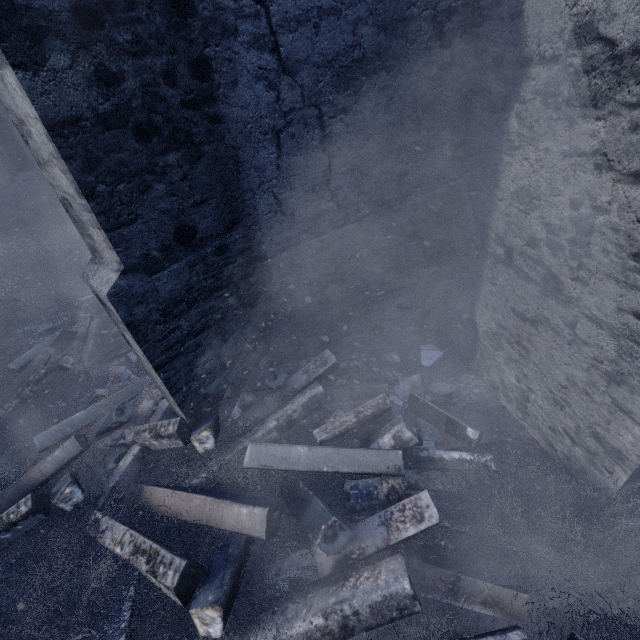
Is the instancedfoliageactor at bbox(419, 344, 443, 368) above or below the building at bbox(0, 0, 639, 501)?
below

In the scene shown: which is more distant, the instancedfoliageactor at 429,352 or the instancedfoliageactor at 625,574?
the instancedfoliageactor at 429,352

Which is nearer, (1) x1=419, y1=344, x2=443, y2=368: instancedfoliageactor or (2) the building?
(2) the building

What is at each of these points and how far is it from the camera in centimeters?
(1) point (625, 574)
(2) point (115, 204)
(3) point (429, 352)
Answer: (1) instancedfoliageactor, 236cm
(2) building, 230cm
(3) instancedfoliageactor, 456cm

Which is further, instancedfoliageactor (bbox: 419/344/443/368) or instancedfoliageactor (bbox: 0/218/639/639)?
instancedfoliageactor (bbox: 419/344/443/368)

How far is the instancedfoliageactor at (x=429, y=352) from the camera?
4.4m

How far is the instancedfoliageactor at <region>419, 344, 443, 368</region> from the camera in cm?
442
